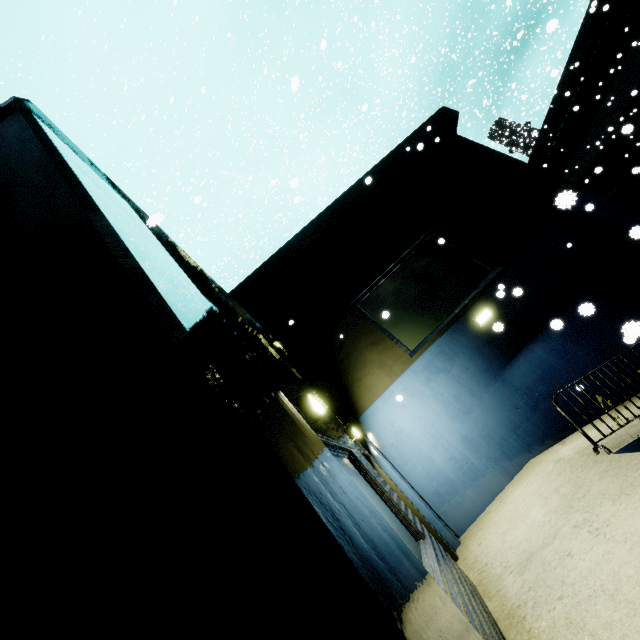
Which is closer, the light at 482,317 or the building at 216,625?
the building at 216,625

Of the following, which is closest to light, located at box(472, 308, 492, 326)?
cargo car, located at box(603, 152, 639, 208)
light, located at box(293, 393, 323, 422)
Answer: light, located at box(293, 393, 323, 422)

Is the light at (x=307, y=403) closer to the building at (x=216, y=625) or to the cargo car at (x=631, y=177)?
Result: the building at (x=216, y=625)

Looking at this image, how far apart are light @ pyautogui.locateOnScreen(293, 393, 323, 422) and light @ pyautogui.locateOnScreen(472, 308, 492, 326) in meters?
6.5

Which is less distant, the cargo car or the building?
the building

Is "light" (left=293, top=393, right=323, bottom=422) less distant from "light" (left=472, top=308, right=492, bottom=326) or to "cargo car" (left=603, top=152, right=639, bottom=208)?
"light" (left=472, top=308, right=492, bottom=326)

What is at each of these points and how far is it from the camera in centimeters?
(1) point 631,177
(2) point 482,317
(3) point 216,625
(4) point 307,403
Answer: (1) cargo car, 1386cm
(2) light, 888cm
(3) building, 71cm
(4) light, 378cm
